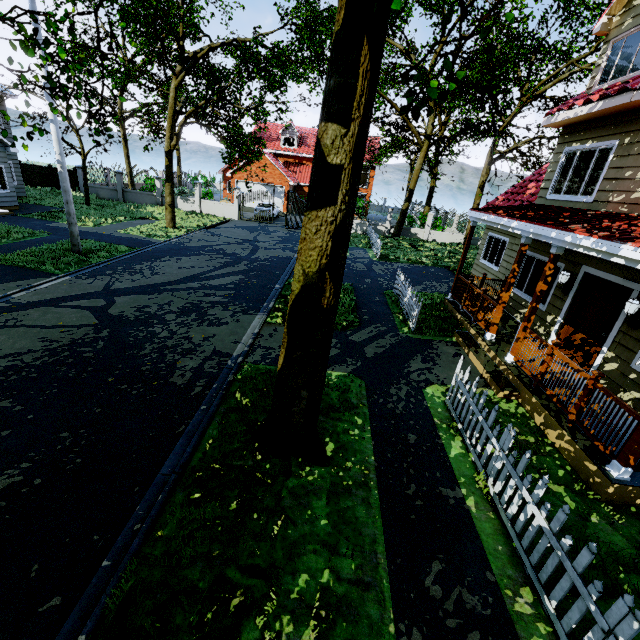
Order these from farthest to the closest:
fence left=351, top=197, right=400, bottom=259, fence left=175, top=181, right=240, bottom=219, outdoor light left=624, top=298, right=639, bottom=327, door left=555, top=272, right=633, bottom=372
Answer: fence left=175, top=181, right=240, bottom=219
fence left=351, top=197, right=400, bottom=259
door left=555, top=272, right=633, bottom=372
outdoor light left=624, top=298, right=639, bottom=327

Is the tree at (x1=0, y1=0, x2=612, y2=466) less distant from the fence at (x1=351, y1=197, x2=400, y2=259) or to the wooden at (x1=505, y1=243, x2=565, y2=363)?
the fence at (x1=351, y1=197, x2=400, y2=259)

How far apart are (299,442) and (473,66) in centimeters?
2691cm

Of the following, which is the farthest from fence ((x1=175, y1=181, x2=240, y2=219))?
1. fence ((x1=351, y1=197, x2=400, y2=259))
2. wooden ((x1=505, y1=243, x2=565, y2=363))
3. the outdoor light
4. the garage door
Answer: the outdoor light

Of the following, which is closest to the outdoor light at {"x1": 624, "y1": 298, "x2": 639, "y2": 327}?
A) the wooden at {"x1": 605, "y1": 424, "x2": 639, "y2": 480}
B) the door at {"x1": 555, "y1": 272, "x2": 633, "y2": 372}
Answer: the door at {"x1": 555, "y1": 272, "x2": 633, "y2": 372}

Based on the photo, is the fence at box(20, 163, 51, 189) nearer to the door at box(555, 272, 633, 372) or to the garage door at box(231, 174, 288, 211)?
the garage door at box(231, 174, 288, 211)

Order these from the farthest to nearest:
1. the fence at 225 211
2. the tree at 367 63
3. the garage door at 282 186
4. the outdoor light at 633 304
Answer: the garage door at 282 186, the fence at 225 211, the outdoor light at 633 304, the tree at 367 63

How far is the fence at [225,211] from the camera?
26.58m
